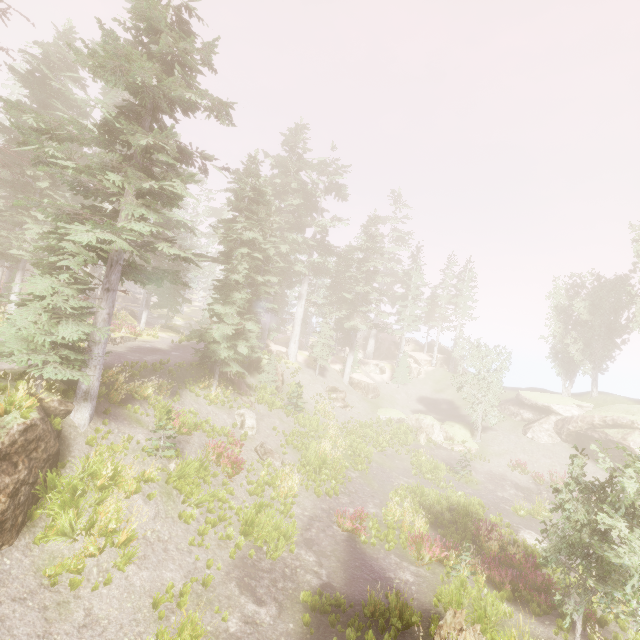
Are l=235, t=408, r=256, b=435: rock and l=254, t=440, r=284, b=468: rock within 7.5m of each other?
yes

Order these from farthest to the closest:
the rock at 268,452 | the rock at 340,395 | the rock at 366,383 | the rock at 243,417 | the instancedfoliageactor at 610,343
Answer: the rock at 366,383 < the instancedfoliageactor at 610,343 < the rock at 340,395 < the rock at 243,417 < the rock at 268,452

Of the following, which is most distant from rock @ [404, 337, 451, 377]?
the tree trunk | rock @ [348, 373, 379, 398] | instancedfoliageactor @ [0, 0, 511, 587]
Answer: the tree trunk

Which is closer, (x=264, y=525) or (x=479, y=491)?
(x=264, y=525)

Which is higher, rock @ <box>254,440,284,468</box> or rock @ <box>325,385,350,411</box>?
rock @ <box>325,385,350,411</box>

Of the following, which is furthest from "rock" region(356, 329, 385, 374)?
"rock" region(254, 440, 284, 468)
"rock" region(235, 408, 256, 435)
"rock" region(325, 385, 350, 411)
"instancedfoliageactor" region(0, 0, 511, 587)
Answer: "rock" region(254, 440, 284, 468)

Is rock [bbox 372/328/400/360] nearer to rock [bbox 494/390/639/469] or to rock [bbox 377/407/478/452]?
rock [bbox 494/390/639/469]

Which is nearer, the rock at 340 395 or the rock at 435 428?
the rock at 435 428
